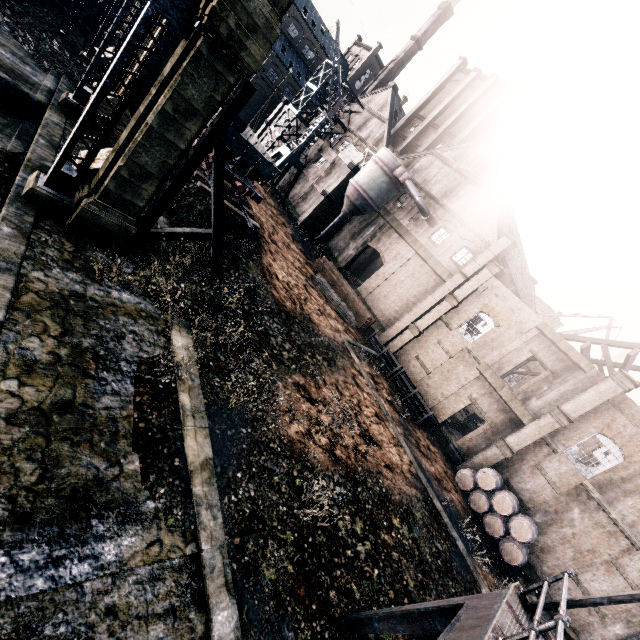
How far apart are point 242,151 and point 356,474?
22.85m

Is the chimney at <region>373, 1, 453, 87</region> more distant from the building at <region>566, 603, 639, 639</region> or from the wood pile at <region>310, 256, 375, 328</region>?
the wood pile at <region>310, 256, 375, 328</region>

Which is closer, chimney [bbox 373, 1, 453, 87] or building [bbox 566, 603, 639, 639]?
building [bbox 566, 603, 639, 639]

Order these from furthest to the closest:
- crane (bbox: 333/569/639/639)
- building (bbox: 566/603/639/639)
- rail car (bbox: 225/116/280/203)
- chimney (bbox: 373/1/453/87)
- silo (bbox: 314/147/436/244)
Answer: chimney (bbox: 373/1/453/87)
silo (bbox: 314/147/436/244)
rail car (bbox: 225/116/280/203)
building (bbox: 566/603/639/639)
crane (bbox: 333/569/639/639)

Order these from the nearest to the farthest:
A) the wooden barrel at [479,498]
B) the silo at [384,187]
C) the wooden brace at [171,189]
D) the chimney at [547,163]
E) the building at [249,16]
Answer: the building at [249,16] → the wooden brace at [171,189] → the wooden barrel at [479,498] → the silo at [384,187] → the chimney at [547,163]

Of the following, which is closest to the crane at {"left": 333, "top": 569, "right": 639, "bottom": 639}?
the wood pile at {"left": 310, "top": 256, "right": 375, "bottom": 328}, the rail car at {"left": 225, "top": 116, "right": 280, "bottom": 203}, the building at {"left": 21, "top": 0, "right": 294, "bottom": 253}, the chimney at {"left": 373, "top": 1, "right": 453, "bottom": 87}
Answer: the building at {"left": 21, "top": 0, "right": 294, "bottom": 253}

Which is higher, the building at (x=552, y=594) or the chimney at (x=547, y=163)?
the chimney at (x=547, y=163)

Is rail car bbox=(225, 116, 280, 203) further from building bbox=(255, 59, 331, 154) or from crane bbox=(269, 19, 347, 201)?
crane bbox=(269, 19, 347, 201)
